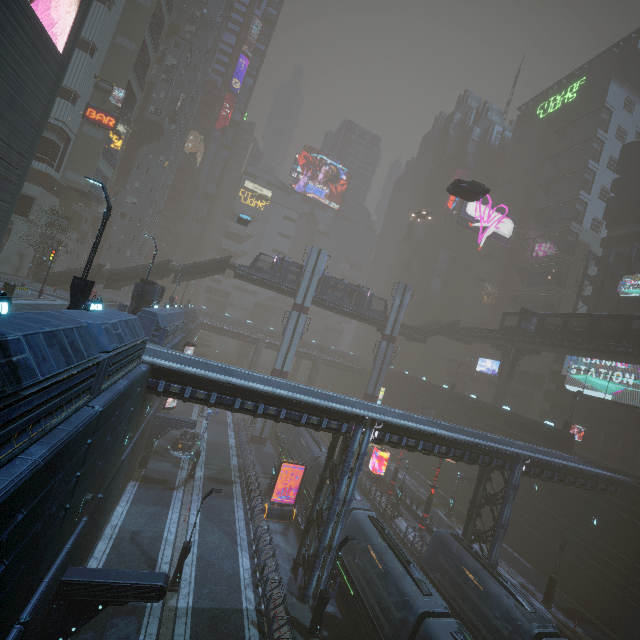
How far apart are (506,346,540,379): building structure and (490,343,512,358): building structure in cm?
68

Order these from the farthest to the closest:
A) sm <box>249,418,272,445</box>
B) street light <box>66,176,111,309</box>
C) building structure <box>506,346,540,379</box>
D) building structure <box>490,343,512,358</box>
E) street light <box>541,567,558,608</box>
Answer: building structure <box>490,343,512,358</box>, building structure <box>506,346,540,379</box>, sm <box>249,418,272,445</box>, street light <box>541,567,558,608</box>, street light <box>66,176,111,309</box>

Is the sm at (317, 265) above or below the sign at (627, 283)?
below

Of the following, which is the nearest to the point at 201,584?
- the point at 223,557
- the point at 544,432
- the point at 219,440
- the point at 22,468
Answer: the point at 223,557

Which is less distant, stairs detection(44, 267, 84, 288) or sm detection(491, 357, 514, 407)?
stairs detection(44, 267, 84, 288)

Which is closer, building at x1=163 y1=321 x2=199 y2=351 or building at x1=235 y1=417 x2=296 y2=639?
building at x1=235 y1=417 x2=296 y2=639

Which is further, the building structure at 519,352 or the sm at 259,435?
the building structure at 519,352
